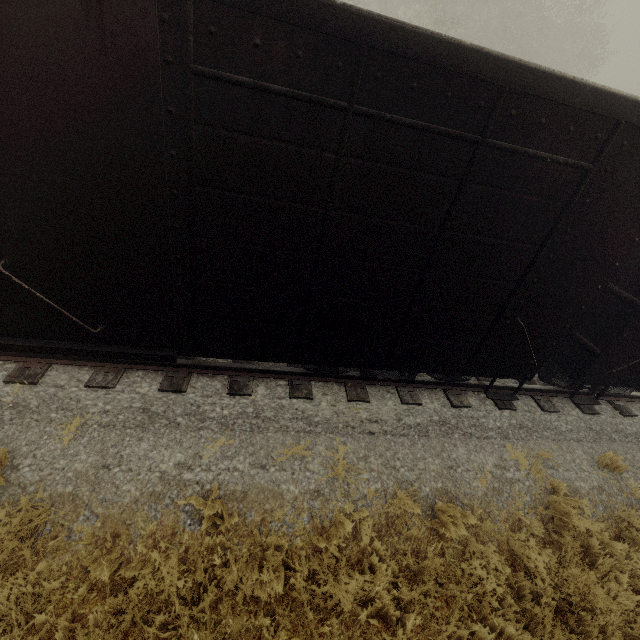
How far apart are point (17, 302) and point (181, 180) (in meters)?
2.33
